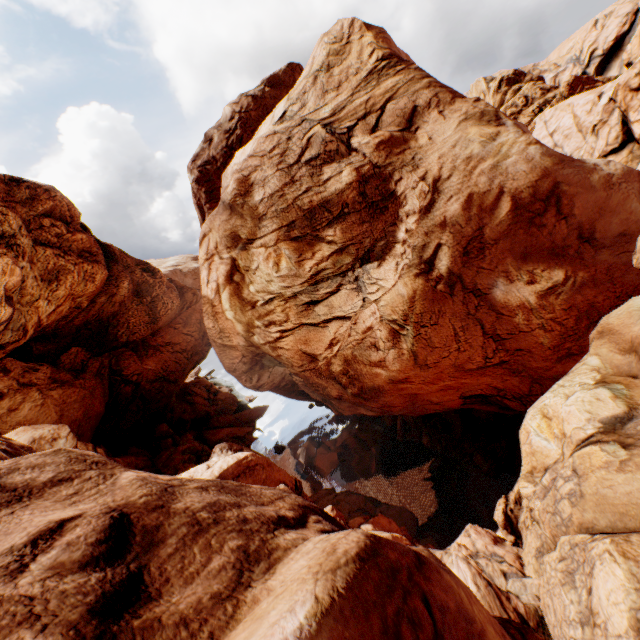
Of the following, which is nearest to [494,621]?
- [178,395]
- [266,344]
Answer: [266,344]
